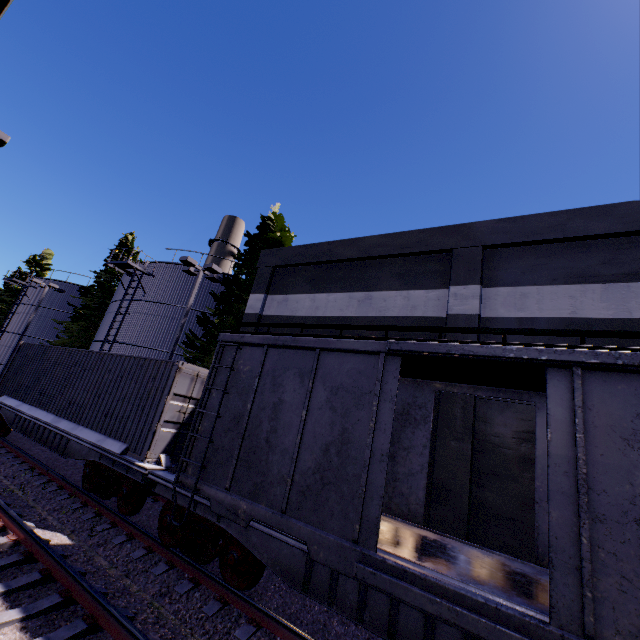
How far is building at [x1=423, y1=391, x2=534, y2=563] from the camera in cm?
785

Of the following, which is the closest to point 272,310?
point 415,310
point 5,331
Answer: point 415,310

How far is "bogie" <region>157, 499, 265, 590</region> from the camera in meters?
5.7

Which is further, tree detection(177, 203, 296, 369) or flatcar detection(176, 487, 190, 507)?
tree detection(177, 203, 296, 369)

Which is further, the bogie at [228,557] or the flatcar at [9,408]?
the flatcar at [9,408]

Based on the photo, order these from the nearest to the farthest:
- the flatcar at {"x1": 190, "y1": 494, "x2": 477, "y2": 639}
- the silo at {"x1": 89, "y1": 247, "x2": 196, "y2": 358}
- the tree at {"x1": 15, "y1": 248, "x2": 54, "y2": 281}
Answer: the flatcar at {"x1": 190, "y1": 494, "x2": 477, "y2": 639} → the silo at {"x1": 89, "y1": 247, "x2": 196, "y2": 358} → the tree at {"x1": 15, "y1": 248, "x2": 54, "y2": 281}

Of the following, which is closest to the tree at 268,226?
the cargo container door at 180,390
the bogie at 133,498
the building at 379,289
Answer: the building at 379,289
